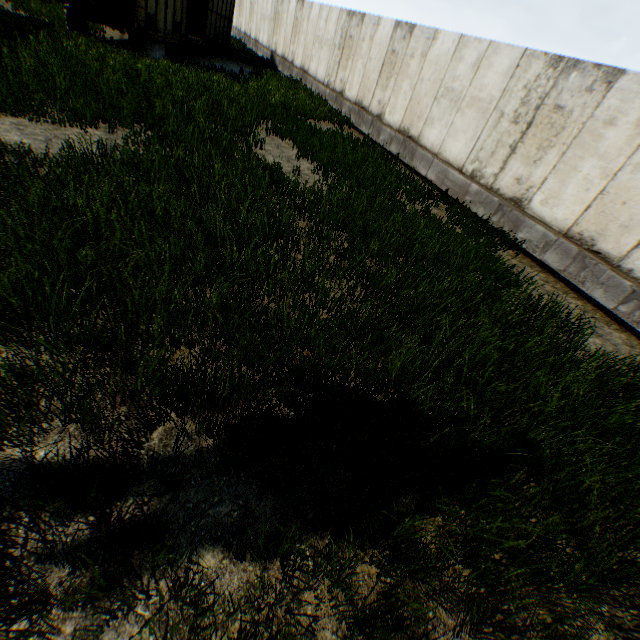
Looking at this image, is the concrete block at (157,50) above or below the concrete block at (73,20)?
below

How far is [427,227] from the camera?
7.2m

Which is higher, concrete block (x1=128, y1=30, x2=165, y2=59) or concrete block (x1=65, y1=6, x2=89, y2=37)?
concrete block (x1=65, y1=6, x2=89, y2=37)

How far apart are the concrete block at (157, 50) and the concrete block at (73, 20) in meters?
1.3 m

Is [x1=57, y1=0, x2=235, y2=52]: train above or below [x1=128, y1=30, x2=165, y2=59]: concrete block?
above

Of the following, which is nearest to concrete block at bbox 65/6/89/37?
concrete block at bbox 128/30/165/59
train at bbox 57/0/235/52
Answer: train at bbox 57/0/235/52

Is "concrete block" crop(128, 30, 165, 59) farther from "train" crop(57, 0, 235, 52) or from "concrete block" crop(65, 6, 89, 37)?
"concrete block" crop(65, 6, 89, 37)

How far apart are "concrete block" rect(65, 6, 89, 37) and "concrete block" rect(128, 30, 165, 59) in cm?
132
